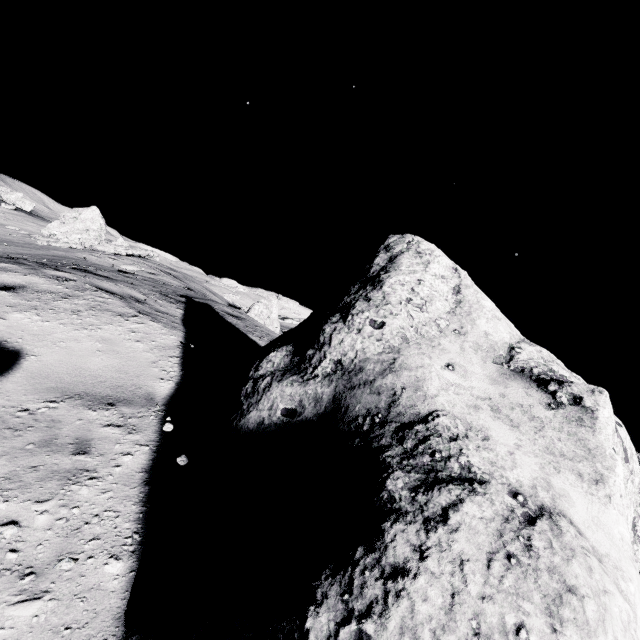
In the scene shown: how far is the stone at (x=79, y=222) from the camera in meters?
18.0 m

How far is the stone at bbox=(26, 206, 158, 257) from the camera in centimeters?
1802cm

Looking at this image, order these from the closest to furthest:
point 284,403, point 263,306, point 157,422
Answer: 1. point 284,403
2. point 157,422
3. point 263,306

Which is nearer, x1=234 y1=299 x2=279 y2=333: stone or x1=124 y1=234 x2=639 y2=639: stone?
x1=124 y1=234 x2=639 y2=639: stone

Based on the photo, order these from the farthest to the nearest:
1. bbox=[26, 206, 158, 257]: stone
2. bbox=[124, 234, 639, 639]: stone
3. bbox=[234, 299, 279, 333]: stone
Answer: bbox=[234, 299, 279, 333]: stone < bbox=[26, 206, 158, 257]: stone < bbox=[124, 234, 639, 639]: stone

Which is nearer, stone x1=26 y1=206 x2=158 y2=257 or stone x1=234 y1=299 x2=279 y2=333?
stone x1=26 y1=206 x2=158 y2=257

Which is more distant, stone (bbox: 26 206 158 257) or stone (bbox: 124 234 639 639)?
stone (bbox: 26 206 158 257)

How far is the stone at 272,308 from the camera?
19.5m
